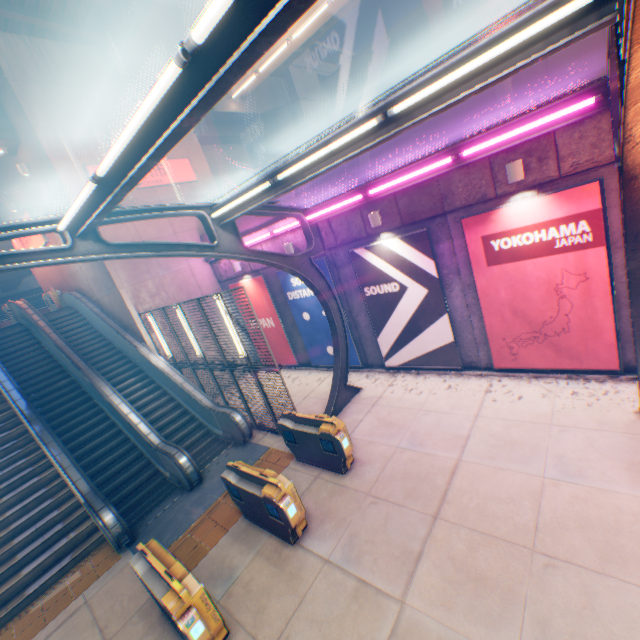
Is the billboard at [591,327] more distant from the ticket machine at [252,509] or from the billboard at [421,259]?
the ticket machine at [252,509]

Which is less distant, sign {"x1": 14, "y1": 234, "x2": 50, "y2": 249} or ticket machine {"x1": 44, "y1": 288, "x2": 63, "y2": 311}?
sign {"x1": 14, "y1": 234, "x2": 50, "y2": 249}

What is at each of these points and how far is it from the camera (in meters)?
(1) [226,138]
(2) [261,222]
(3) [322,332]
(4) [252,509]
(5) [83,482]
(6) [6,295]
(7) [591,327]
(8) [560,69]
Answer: (1) overpass support, 19.28
(2) concrete block, 12.46
(3) billboard, 12.76
(4) ticket machine, 6.95
(5) escalator, 8.57
(6) overpass support, 55.31
(7) billboard, 7.36
(8) concrete block, 6.09

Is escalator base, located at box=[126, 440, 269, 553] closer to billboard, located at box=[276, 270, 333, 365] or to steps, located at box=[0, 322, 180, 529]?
steps, located at box=[0, 322, 180, 529]

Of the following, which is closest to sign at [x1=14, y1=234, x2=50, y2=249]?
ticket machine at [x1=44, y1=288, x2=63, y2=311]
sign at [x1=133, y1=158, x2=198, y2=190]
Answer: ticket machine at [x1=44, y1=288, x2=63, y2=311]

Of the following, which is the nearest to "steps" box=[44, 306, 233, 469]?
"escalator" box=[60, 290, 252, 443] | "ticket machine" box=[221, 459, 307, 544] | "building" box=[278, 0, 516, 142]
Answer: "escalator" box=[60, 290, 252, 443]

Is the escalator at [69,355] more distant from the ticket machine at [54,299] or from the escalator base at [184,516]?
the ticket machine at [54,299]

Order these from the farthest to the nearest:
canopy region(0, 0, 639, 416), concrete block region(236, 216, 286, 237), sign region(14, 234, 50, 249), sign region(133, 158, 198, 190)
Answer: sign region(14, 234, 50, 249), sign region(133, 158, 198, 190), concrete block region(236, 216, 286, 237), canopy region(0, 0, 639, 416)
